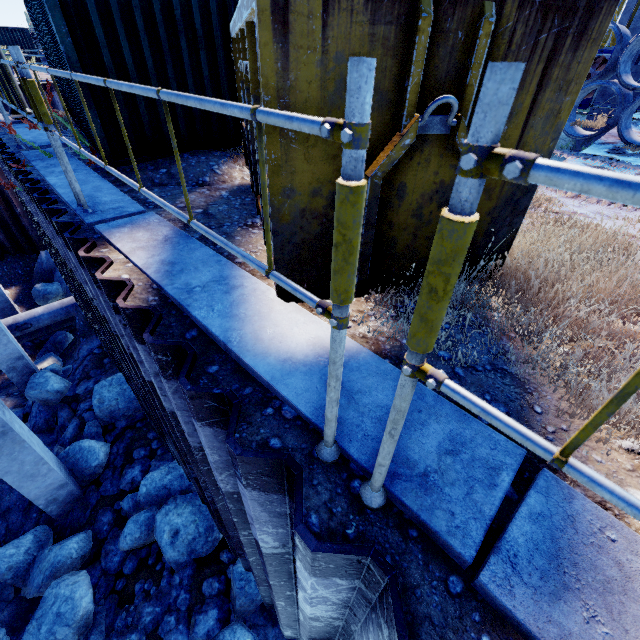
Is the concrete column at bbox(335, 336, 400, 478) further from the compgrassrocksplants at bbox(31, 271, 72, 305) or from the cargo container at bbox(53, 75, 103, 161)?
the compgrassrocksplants at bbox(31, 271, 72, 305)

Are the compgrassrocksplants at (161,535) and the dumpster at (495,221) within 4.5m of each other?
no

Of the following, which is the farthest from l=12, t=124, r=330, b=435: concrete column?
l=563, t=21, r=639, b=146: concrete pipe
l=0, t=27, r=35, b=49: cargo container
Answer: l=0, t=27, r=35, b=49: cargo container

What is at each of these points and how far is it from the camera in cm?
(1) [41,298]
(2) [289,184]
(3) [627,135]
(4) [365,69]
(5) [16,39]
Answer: (1) compgrassrocksplants, 1412
(2) dumpster, 183
(3) concrete pipe, 779
(4) scaffolding, 59
(5) cargo container, 2633

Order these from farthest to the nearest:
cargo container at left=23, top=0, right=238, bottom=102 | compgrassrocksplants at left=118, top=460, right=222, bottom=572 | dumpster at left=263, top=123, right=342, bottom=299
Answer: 1. compgrassrocksplants at left=118, top=460, right=222, bottom=572
2. cargo container at left=23, top=0, right=238, bottom=102
3. dumpster at left=263, top=123, right=342, bottom=299

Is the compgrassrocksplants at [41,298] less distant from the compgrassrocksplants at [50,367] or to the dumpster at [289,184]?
the compgrassrocksplants at [50,367]

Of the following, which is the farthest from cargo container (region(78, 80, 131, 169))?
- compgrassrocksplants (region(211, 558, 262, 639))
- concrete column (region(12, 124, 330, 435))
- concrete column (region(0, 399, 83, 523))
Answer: compgrassrocksplants (region(211, 558, 262, 639))

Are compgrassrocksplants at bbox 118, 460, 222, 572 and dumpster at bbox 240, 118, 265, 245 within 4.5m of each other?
no
